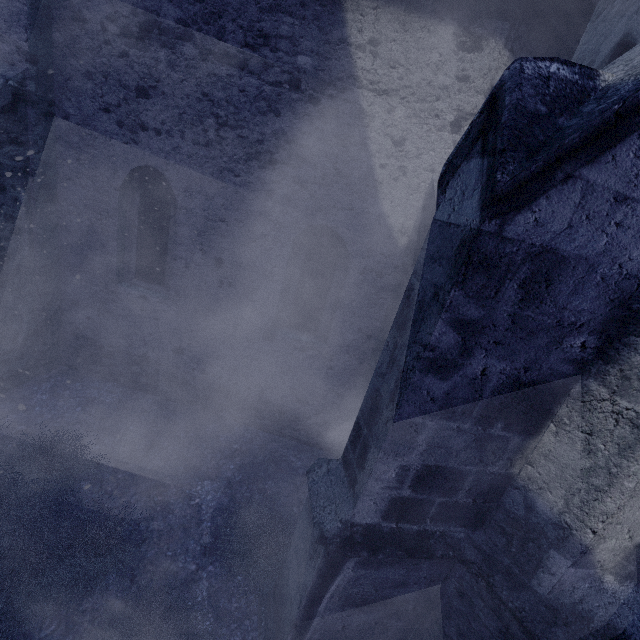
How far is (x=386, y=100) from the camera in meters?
4.2
